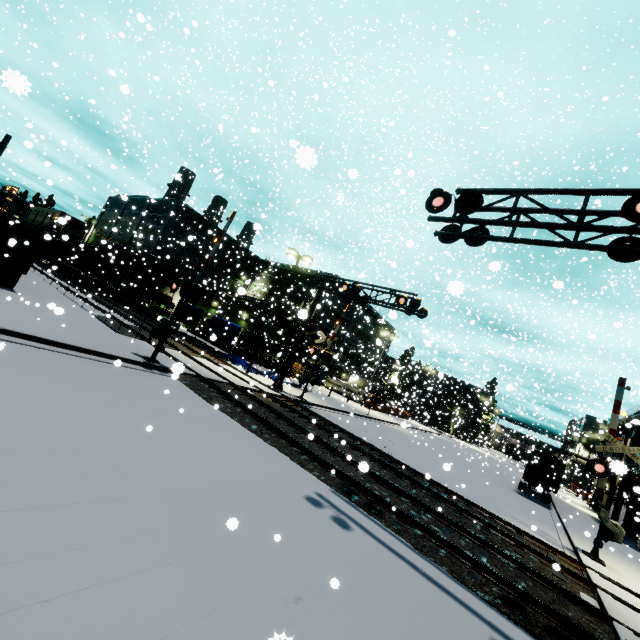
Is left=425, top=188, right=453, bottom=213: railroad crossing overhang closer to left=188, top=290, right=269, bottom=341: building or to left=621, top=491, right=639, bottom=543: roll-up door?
left=621, top=491, right=639, bottom=543: roll-up door

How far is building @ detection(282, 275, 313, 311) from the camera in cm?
4600

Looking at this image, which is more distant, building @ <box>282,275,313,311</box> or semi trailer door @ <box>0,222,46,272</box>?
building @ <box>282,275,313,311</box>

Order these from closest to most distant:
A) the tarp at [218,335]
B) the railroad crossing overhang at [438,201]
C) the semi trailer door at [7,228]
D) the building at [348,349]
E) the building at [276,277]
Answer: the railroad crossing overhang at [438,201] → the semi trailer door at [7,228] → the tarp at [218,335] → the building at [348,349] → the building at [276,277]

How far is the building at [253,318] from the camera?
36.8 meters

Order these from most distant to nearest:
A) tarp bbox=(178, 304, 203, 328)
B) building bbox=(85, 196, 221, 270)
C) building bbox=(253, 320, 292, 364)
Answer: building bbox=(85, 196, 221, 270), building bbox=(253, 320, 292, 364), tarp bbox=(178, 304, 203, 328)

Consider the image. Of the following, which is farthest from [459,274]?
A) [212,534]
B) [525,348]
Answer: [212,534]

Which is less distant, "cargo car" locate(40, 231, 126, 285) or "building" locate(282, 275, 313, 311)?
"cargo car" locate(40, 231, 126, 285)
